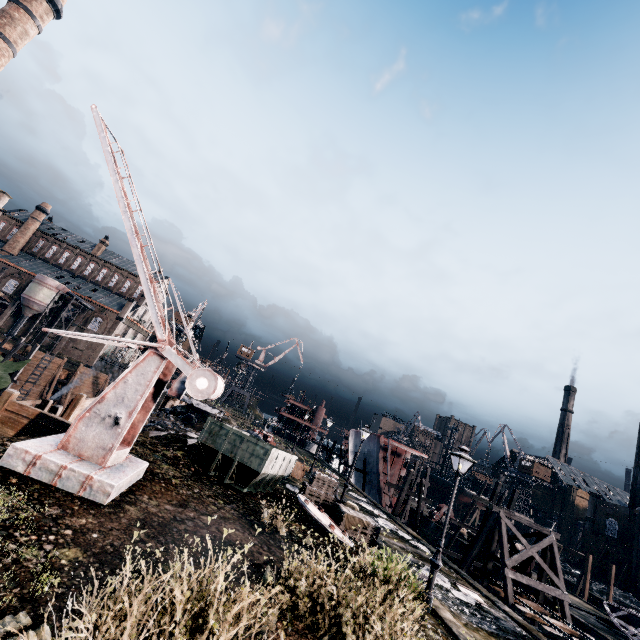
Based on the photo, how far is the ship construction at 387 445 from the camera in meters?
38.1

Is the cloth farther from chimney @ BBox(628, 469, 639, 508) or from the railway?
chimney @ BBox(628, 469, 639, 508)

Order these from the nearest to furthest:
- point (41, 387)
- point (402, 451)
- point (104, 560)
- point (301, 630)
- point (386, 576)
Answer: point (104, 560) < point (301, 630) < point (386, 576) < point (402, 451) < point (41, 387)

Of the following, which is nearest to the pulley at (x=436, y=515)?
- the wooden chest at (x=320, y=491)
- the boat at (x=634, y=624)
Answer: the boat at (x=634, y=624)

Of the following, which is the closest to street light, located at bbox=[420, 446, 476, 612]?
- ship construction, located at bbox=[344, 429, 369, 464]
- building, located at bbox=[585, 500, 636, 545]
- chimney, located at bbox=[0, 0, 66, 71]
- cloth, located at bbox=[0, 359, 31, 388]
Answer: building, located at bbox=[585, 500, 636, 545]

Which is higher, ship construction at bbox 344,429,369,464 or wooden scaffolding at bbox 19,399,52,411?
ship construction at bbox 344,429,369,464

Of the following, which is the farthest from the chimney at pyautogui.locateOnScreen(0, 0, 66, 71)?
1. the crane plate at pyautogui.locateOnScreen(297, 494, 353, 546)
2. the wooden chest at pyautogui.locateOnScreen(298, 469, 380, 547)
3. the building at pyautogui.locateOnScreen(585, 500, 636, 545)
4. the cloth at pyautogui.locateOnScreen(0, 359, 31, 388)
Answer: the wooden chest at pyautogui.locateOnScreen(298, 469, 380, 547)

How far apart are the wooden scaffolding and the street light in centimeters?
1980cm
